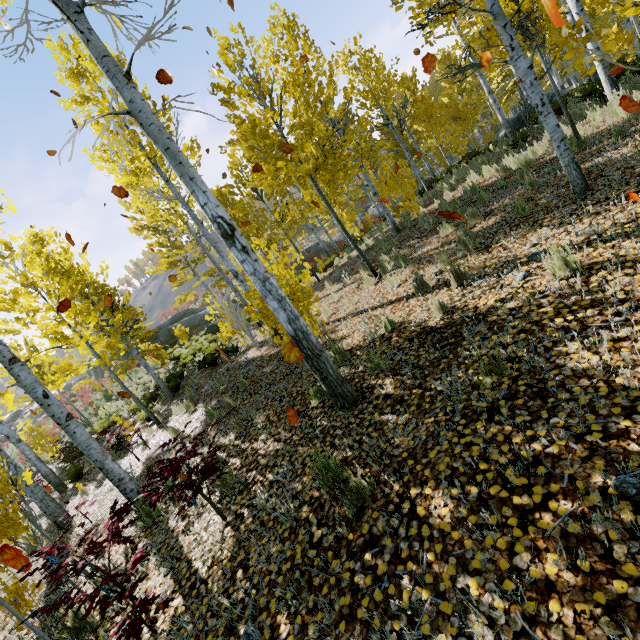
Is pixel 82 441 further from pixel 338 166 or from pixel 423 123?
pixel 423 123

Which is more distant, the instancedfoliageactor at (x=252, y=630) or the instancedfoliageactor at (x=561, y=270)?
the instancedfoliageactor at (x=561, y=270)

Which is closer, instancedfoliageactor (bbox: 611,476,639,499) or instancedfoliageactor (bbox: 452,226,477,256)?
instancedfoliageactor (bbox: 611,476,639,499)

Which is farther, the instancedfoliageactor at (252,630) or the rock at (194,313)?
the rock at (194,313)

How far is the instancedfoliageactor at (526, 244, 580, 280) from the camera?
A: 3.4m
